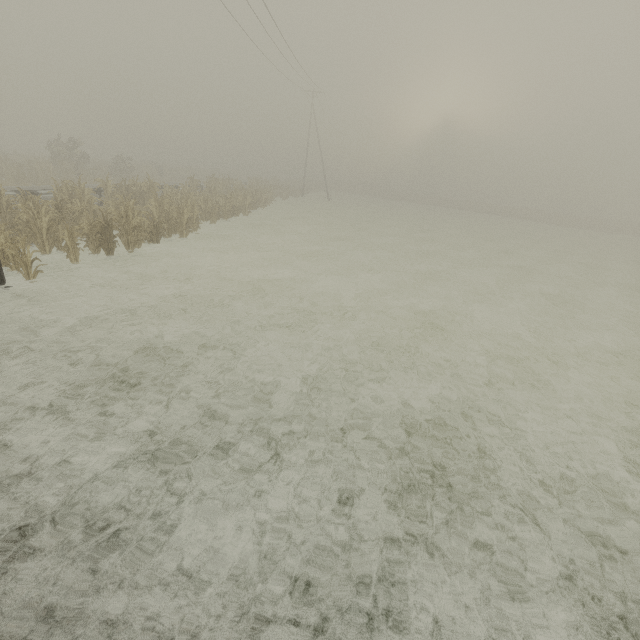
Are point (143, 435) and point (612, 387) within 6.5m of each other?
no
